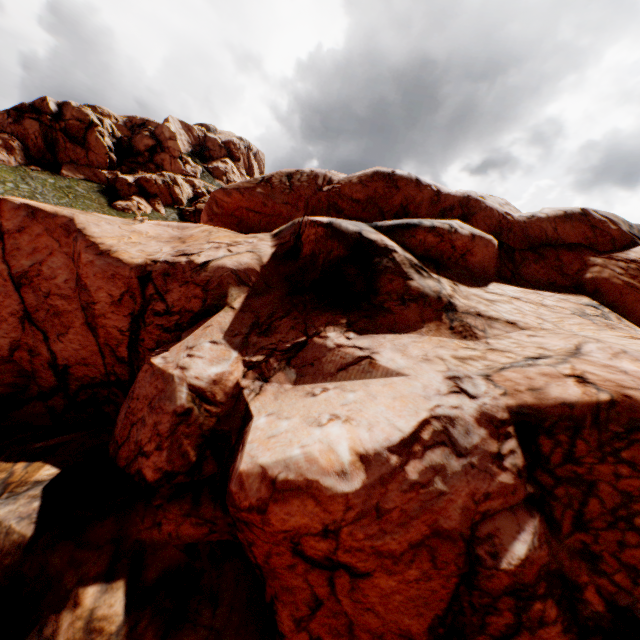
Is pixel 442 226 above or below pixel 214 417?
above
